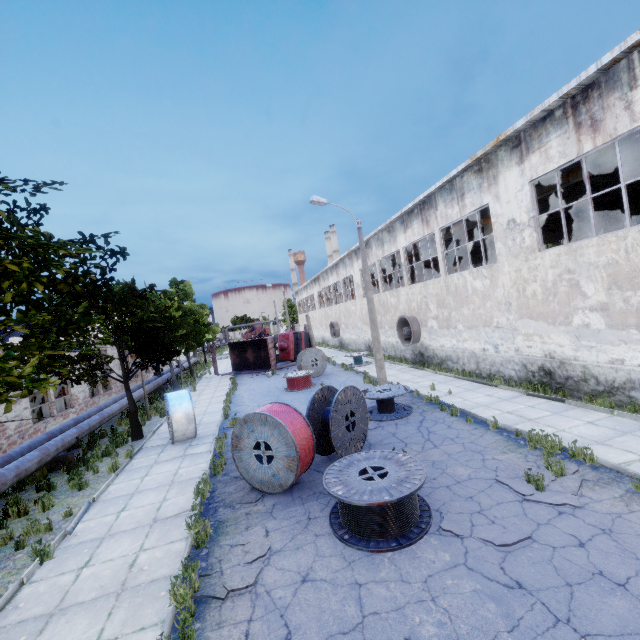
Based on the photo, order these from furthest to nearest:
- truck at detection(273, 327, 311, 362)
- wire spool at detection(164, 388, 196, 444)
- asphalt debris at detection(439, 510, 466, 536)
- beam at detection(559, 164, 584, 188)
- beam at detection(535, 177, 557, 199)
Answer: truck at detection(273, 327, 311, 362) → beam at detection(535, 177, 557, 199) → beam at detection(559, 164, 584, 188) → wire spool at detection(164, 388, 196, 444) → asphalt debris at detection(439, 510, 466, 536)

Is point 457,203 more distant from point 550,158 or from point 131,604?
point 131,604

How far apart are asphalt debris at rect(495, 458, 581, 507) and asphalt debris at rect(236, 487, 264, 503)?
5.5 meters

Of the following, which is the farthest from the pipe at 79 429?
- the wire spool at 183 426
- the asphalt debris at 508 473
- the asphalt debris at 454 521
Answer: the asphalt debris at 508 473

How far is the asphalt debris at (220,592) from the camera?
5.1 meters

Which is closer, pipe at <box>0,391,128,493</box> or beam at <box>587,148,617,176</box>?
pipe at <box>0,391,128,493</box>

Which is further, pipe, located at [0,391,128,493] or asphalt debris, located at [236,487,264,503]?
pipe, located at [0,391,128,493]

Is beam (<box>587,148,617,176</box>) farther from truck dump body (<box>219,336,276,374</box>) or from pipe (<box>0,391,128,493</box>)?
pipe (<box>0,391,128,493</box>)
